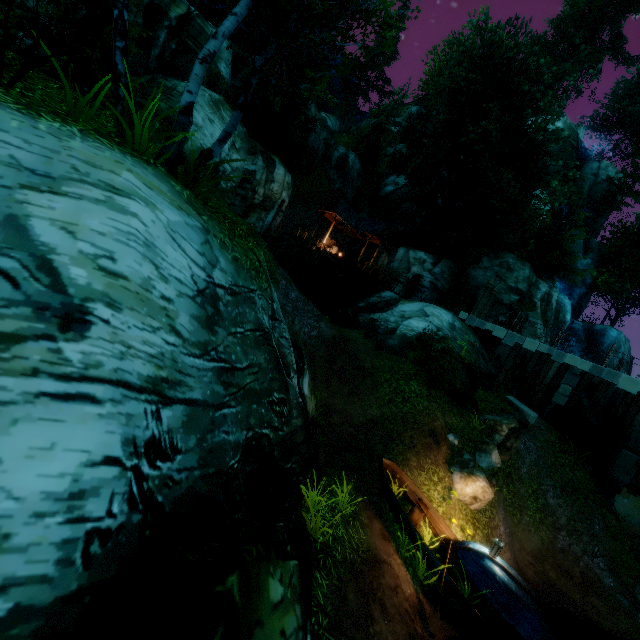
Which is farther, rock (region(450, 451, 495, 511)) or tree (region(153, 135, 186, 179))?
rock (region(450, 451, 495, 511))

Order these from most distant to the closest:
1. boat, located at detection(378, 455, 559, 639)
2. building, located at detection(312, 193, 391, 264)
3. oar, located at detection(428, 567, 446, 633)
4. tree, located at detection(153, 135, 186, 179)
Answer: building, located at detection(312, 193, 391, 264) < boat, located at detection(378, 455, 559, 639) < oar, located at detection(428, 567, 446, 633) < tree, located at detection(153, 135, 186, 179)

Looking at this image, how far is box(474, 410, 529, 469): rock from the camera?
12.1 meters

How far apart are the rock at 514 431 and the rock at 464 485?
1.84m

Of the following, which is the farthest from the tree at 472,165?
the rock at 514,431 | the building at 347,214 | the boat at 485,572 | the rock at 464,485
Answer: the rock at 514,431

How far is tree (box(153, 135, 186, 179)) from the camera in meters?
5.6 m

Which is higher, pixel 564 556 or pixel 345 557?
pixel 345 557

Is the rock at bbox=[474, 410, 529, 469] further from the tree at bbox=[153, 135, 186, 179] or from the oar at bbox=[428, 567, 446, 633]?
the tree at bbox=[153, 135, 186, 179]
